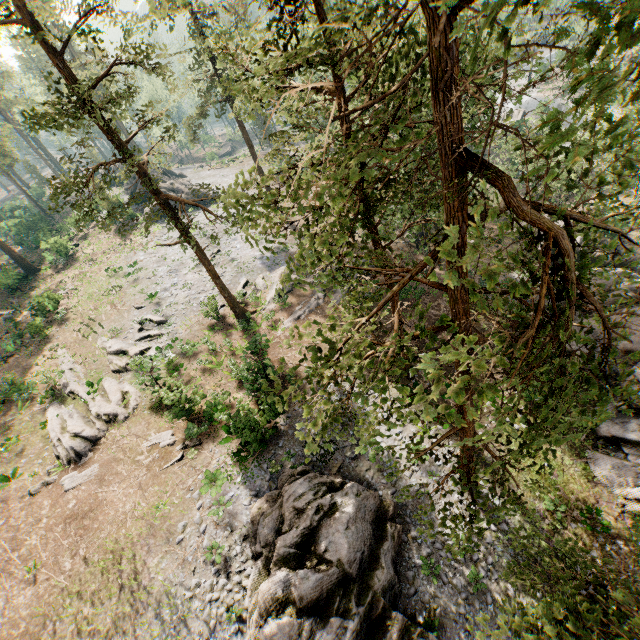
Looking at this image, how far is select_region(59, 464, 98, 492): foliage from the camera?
18.33m

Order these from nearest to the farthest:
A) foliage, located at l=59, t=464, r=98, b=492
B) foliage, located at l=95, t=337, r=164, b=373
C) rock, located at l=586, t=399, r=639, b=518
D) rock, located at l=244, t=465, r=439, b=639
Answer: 1. rock, located at l=244, t=465, r=439, b=639
2. rock, located at l=586, t=399, r=639, b=518
3. foliage, located at l=59, t=464, r=98, b=492
4. foliage, located at l=95, t=337, r=164, b=373

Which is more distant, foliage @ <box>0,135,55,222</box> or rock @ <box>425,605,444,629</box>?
foliage @ <box>0,135,55,222</box>

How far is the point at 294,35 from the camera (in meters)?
8.79

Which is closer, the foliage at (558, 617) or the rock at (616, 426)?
the foliage at (558, 617)

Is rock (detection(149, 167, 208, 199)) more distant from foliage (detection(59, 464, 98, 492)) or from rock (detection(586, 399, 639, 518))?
rock (detection(586, 399, 639, 518))

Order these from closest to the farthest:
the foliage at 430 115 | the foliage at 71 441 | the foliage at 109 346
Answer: the foliage at 430 115, the foliage at 71 441, the foliage at 109 346

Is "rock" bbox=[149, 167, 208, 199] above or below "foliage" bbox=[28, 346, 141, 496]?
above
